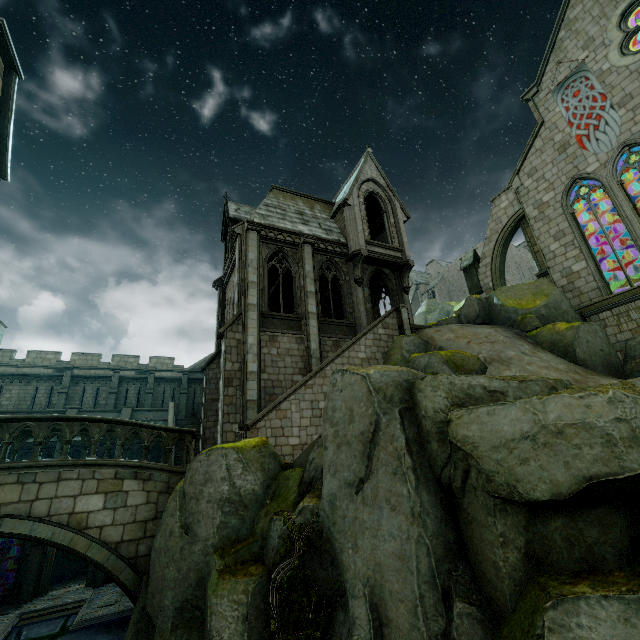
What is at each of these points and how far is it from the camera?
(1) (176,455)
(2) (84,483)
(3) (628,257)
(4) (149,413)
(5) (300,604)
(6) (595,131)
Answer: (1) stair, 22.66m
(2) bridge, 8.92m
(3) rock, 22.33m
(4) wall trim, 26.12m
(5) plant, 6.05m
(6) flag, 16.67m

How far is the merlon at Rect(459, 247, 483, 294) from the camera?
21.8 meters

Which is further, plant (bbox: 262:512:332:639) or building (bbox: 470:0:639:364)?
building (bbox: 470:0:639:364)

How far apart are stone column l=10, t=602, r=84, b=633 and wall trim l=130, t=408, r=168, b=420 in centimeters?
1080cm

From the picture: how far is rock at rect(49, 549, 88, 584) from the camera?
23.05m

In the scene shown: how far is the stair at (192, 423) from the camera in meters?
24.1

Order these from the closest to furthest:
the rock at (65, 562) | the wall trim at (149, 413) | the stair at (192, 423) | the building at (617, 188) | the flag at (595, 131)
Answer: the building at (617, 188) < the flag at (595, 131) < the rock at (65, 562) < the stair at (192, 423) < the wall trim at (149, 413)

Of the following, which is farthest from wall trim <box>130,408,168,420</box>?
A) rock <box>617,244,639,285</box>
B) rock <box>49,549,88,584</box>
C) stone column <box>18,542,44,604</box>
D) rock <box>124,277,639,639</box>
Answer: rock <box>617,244,639,285</box>
